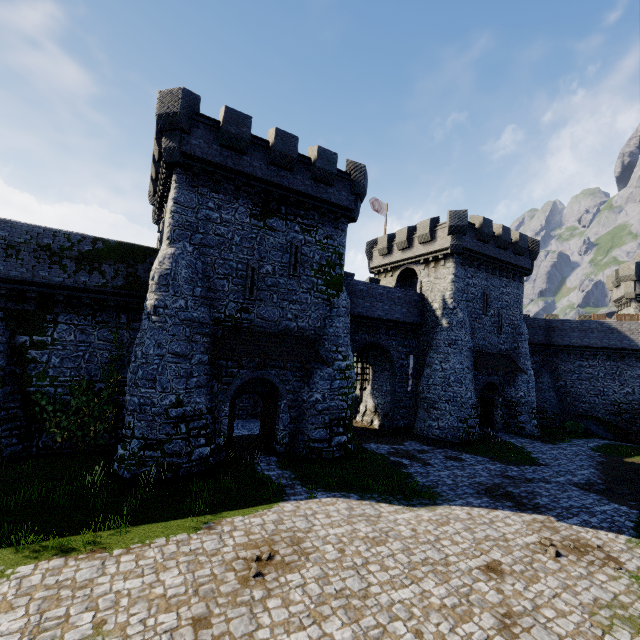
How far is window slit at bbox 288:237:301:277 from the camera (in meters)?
17.64

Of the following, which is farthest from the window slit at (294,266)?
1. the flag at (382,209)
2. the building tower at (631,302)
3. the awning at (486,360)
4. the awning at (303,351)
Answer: the building tower at (631,302)

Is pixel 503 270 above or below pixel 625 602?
above

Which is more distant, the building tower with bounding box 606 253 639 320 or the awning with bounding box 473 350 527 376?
the building tower with bounding box 606 253 639 320

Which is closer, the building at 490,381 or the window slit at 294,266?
the window slit at 294,266

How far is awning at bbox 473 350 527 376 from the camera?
24.66m

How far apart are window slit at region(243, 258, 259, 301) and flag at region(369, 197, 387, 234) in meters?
18.6

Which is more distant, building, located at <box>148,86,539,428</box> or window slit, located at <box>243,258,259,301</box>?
window slit, located at <box>243,258,259,301</box>
